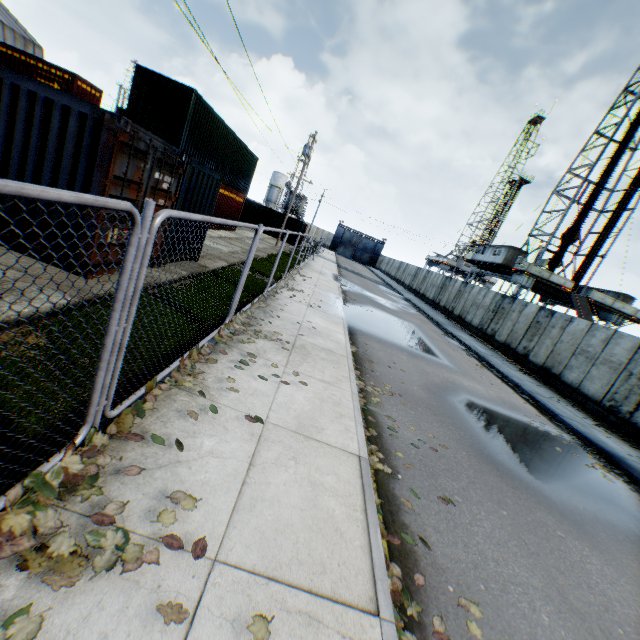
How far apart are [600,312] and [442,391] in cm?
3204

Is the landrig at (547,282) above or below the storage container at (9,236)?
above

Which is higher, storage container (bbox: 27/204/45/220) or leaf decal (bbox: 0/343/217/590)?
storage container (bbox: 27/204/45/220)

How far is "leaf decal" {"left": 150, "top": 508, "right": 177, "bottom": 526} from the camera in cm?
241

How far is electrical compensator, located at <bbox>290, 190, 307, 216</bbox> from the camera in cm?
4562

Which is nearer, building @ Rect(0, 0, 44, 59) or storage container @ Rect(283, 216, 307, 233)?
→ storage container @ Rect(283, 216, 307, 233)

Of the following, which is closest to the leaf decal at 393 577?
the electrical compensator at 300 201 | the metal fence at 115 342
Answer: the metal fence at 115 342
